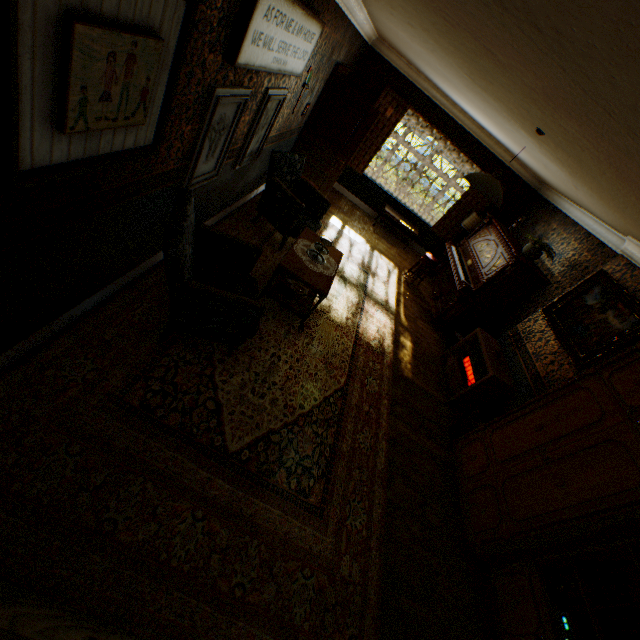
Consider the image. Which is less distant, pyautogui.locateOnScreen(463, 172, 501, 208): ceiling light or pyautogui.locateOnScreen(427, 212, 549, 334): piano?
pyautogui.locateOnScreen(463, 172, 501, 208): ceiling light

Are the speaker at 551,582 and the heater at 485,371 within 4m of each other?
yes

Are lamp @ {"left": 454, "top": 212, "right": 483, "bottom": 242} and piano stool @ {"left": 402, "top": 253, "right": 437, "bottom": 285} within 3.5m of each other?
yes

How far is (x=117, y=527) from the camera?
2.1 meters

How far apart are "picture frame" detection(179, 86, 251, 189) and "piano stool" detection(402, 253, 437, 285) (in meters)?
5.13

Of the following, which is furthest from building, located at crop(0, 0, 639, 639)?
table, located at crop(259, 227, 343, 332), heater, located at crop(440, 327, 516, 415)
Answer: table, located at crop(259, 227, 343, 332)

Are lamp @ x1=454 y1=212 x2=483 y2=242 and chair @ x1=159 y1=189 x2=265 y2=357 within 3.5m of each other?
no

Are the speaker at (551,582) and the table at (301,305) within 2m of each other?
no
